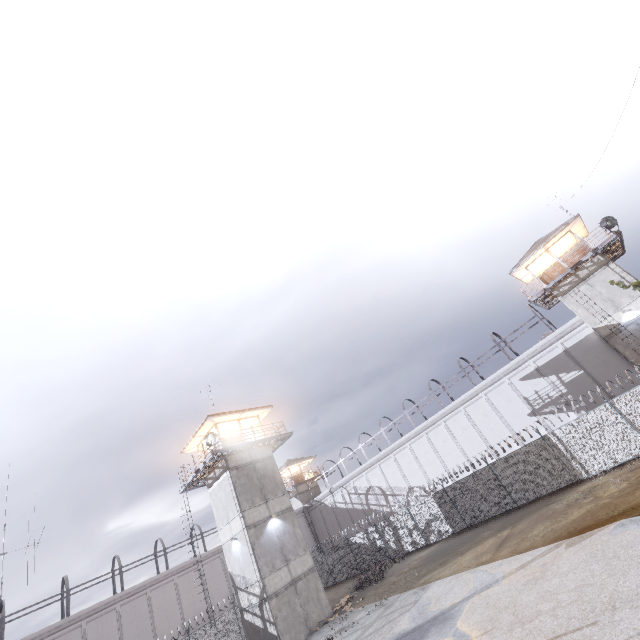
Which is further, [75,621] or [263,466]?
[75,621]

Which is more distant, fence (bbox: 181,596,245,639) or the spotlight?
fence (bbox: 181,596,245,639)

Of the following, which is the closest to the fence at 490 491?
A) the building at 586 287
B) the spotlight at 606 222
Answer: the building at 586 287

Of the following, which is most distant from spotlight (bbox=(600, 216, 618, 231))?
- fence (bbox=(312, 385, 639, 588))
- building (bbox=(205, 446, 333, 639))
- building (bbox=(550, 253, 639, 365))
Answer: building (bbox=(205, 446, 333, 639))

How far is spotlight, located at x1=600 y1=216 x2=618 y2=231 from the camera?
22.22m

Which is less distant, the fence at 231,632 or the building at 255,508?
the building at 255,508

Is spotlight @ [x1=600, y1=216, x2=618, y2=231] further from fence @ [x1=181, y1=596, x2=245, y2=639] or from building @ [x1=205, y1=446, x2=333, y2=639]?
building @ [x1=205, y1=446, x2=333, y2=639]

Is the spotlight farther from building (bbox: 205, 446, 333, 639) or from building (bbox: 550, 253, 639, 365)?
building (bbox: 205, 446, 333, 639)
